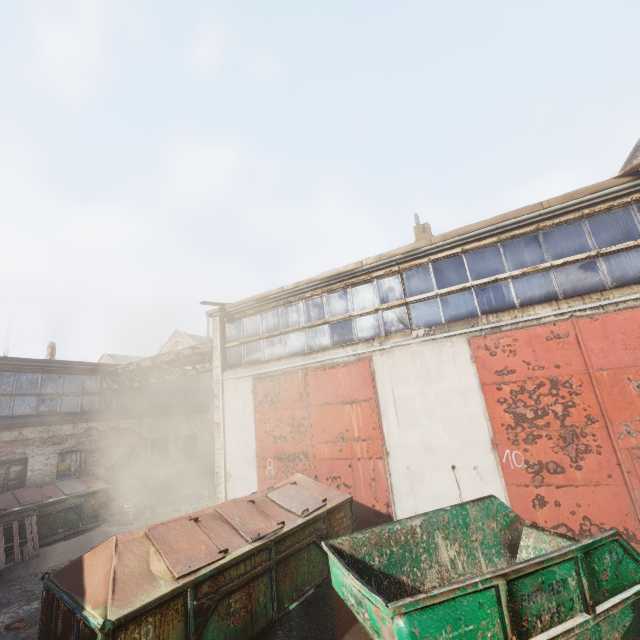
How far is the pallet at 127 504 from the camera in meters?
11.4 m

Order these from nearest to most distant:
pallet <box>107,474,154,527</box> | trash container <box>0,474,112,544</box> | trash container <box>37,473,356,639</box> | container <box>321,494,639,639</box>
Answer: container <box>321,494,639,639</box>
trash container <box>37,473,356,639</box>
trash container <box>0,474,112,544</box>
pallet <box>107,474,154,527</box>

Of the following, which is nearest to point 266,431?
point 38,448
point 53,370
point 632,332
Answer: point 632,332

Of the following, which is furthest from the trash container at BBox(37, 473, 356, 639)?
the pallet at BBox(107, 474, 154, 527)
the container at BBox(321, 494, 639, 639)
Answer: the pallet at BBox(107, 474, 154, 527)

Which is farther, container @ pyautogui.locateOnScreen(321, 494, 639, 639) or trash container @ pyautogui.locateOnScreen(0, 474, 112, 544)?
trash container @ pyautogui.locateOnScreen(0, 474, 112, 544)

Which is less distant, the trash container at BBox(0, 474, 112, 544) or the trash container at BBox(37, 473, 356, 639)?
the trash container at BBox(37, 473, 356, 639)

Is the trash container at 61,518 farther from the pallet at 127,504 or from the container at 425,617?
the container at 425,617
